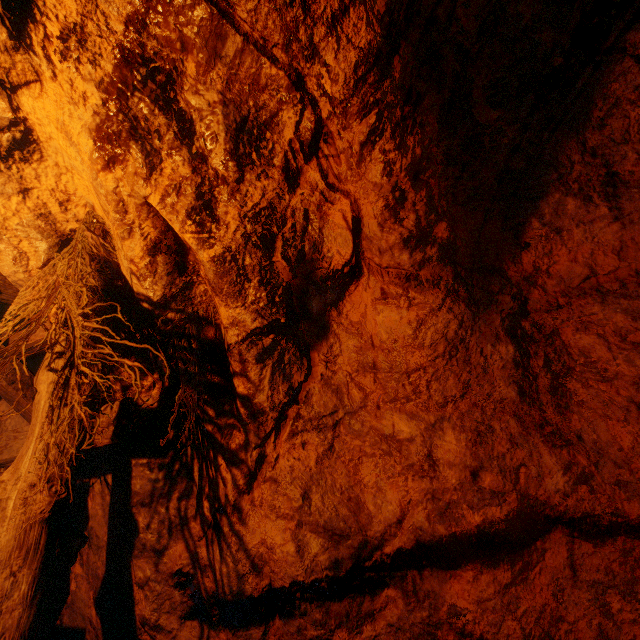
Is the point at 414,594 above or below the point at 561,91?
below
